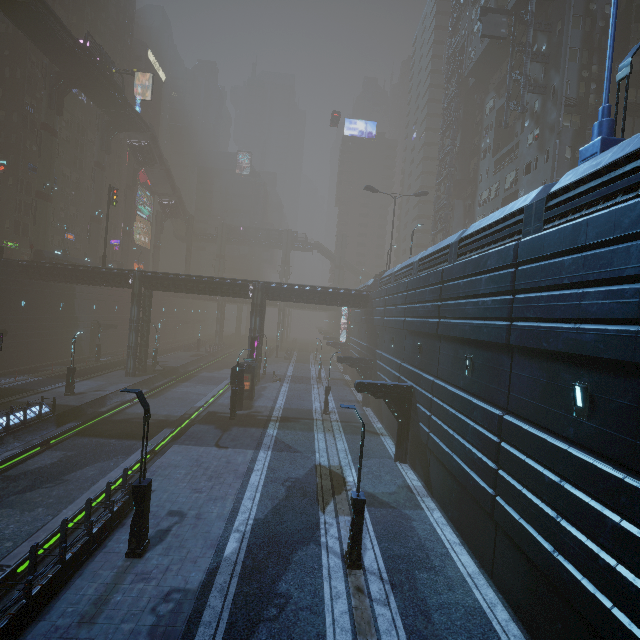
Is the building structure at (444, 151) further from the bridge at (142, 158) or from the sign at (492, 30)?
the bridge at (142, 158)

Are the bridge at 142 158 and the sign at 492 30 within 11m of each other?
no

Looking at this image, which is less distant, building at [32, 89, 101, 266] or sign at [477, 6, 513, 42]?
sign at [477, 6, 513, 42]

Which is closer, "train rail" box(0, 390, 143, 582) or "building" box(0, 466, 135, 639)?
"building" box(0, 466, 135, 639)

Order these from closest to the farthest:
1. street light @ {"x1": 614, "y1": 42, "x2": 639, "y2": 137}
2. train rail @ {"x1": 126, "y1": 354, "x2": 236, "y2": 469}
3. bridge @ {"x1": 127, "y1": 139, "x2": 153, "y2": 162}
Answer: street light @ {"x1": 614, "y1": 42, "x2": 639, "y2": 137}
train rail @ {"x1": 126, "y1": 354, "x2": 236, "y2": 469}
bridge @ {"x1": 127, "y1": 139, "x2": 153, "y2": 162}

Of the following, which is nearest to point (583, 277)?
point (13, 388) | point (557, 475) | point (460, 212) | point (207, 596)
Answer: point (557, 475)

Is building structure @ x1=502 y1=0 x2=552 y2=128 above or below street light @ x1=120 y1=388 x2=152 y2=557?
above
